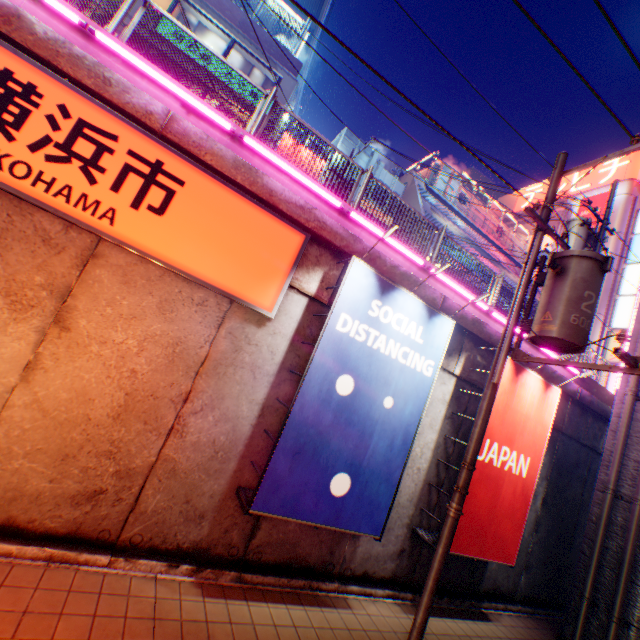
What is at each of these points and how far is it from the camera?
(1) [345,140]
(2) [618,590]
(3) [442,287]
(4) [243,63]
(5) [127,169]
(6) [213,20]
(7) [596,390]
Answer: (1) ventilation tube, 20.2 meters
(2) pipe, 7.1 meters
(3) concrete block, 7.8 meters
(4) window glass, 16.8 meters
(5) sign, 4.5 meters
(6) building, 15.5 meters
(7) concrete block, 10.8 meters

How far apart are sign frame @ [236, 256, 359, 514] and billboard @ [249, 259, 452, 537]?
0.00m

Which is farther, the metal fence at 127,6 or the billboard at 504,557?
the billboard at 504,557

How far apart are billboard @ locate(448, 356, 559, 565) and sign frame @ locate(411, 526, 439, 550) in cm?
0

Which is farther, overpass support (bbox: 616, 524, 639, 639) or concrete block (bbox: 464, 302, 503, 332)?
concrete block (bbox: 464, 302, 503, 332)

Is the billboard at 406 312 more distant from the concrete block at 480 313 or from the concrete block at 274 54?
the concrete block at 274 54

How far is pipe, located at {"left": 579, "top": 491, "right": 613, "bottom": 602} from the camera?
7.46m

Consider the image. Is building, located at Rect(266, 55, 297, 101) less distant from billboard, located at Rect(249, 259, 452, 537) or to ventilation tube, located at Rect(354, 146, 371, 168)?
ventilation tube, located at Rect(354, 146, 371, 168)
